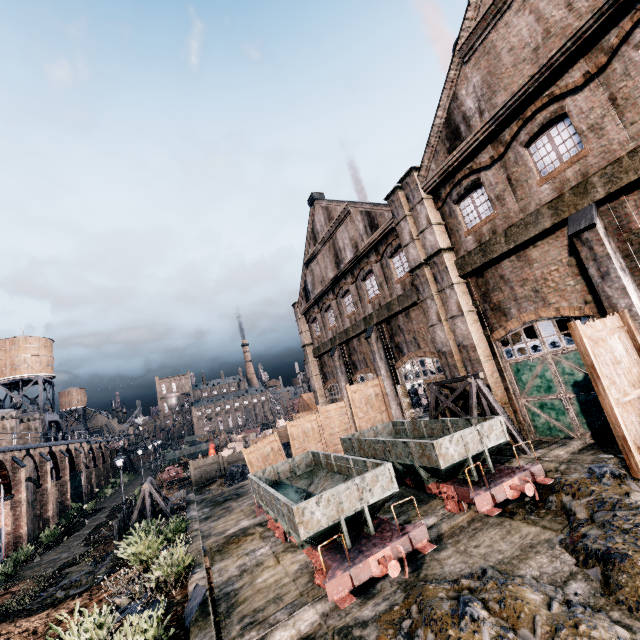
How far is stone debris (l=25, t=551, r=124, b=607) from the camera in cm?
1548

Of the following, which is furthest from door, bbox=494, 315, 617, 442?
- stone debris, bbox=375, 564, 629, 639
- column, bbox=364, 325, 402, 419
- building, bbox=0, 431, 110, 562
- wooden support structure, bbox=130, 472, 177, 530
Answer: building, bbox=0, 431, 110, 562

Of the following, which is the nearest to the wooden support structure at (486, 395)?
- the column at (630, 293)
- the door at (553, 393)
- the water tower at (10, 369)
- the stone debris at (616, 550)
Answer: the door at (553, 393)

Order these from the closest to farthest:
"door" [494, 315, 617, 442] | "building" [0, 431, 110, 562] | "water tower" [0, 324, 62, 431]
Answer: "door" [494, 315, 617, 442] → "building" [0, 431, 110, 562] → "water tower" [0, 324, 62, 431]

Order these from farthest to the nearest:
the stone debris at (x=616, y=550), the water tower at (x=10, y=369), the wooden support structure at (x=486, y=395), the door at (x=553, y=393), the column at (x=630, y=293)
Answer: the water tower at (x=10, y=369)
the wooden support structure at (x=486, y=395)
the door at (x=553, y=393)
the column at (x=630, y=293)
the stone debris at (x=616, y=550)

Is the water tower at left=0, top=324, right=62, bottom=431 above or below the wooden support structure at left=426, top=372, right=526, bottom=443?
above

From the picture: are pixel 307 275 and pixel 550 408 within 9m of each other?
no

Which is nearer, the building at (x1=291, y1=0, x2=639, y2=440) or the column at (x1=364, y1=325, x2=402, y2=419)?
the building at (x1=291, y1=0, x2=639, y2=440)
